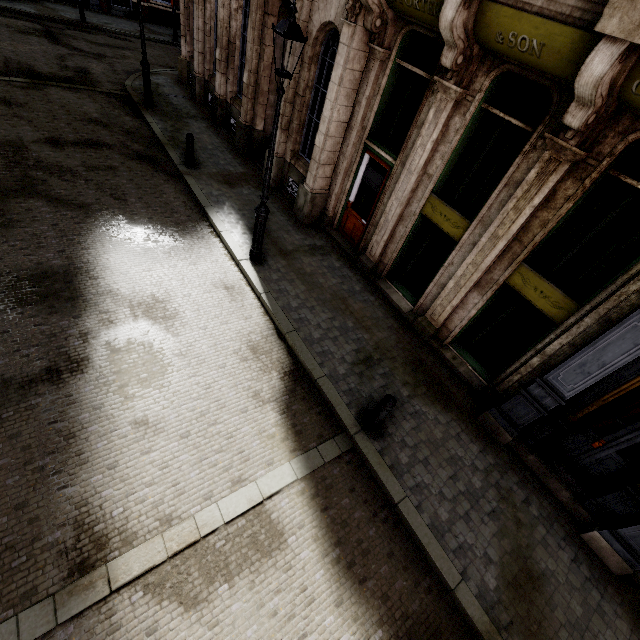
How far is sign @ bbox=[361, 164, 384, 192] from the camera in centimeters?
841cm

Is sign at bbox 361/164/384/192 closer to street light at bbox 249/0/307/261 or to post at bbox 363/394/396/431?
street light at bbox 249/0/307/261

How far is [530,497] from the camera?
5.9 meters

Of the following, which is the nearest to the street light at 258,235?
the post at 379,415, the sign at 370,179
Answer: the sign at 370,179

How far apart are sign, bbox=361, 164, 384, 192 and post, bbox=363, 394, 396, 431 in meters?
5.6

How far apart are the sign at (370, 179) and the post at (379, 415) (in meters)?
5.64

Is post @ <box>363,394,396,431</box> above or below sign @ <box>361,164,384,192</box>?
below

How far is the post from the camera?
5.3 meters
